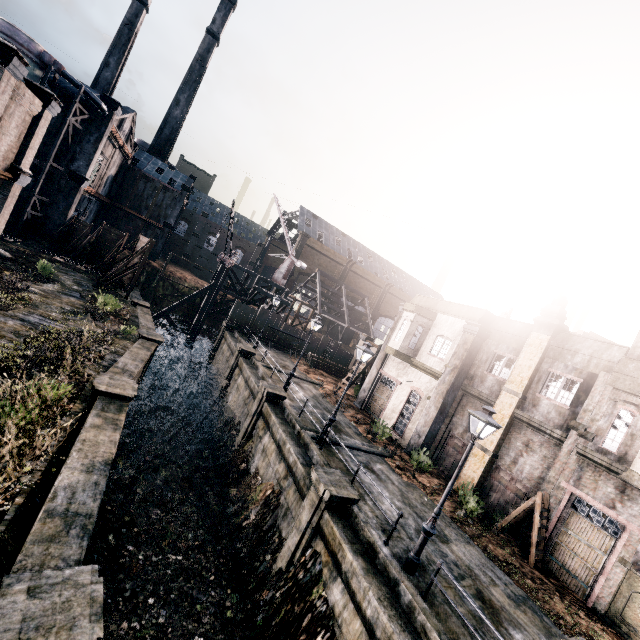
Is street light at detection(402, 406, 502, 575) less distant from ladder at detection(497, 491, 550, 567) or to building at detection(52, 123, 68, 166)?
ladder at detection(497, 491, 550, 567)

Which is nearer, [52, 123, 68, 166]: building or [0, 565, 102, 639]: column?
[0, 565, 102, 639]: column

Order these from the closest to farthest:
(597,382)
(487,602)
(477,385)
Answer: (487,602) < (597,382) < (477,385)

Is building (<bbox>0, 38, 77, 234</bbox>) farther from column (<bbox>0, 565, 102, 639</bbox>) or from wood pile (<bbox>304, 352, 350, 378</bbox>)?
wood pile (<bbox>304, 352, 350, 378</bbox>)

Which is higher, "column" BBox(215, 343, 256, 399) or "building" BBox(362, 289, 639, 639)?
"building" BBox(362, 289, 639, 639)

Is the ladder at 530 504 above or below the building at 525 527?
above

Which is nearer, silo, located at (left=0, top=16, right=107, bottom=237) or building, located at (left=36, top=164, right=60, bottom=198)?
silo, located at (left=0, top=16, right=107, bottom=237)

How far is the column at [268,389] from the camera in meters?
19.9 m
